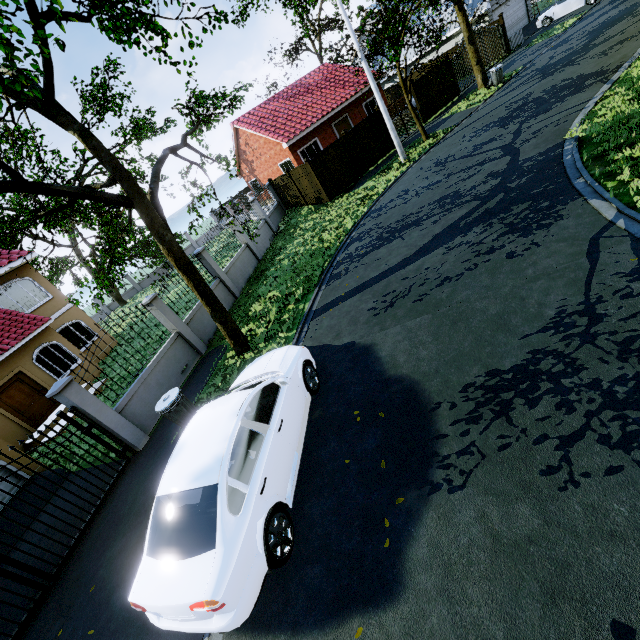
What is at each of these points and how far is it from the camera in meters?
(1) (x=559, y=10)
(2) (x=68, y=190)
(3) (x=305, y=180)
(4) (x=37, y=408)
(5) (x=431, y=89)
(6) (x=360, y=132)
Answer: (1) car, 23.2 m
(2) tree, 7.2 m
(3) fence, 18.6 m
(4) door, 13.3 m
(5) fence, 20.7 m
(6) fence, 18.5 m

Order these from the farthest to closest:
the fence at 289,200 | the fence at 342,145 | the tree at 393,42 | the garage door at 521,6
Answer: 1. the garage door at 521,6
2. the fence at 289,200
3. the fence at 342,145
4. the tree at 393,42

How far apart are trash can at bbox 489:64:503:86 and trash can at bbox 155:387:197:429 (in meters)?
22.69

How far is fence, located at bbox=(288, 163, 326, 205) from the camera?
17.98m

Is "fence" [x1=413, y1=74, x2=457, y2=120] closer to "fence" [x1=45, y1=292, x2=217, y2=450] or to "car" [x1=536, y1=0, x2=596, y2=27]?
"fence" [x1=45, y1=292, x2=217, y2=450]

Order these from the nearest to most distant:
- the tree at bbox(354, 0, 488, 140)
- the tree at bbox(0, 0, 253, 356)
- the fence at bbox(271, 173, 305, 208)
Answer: the tree at bbox(0, 0, 253, 356) → the tree at bbox(354, 0, 488, 140) → the fence at bbox(271, 173, 305, 208)

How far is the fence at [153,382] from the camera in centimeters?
743cm

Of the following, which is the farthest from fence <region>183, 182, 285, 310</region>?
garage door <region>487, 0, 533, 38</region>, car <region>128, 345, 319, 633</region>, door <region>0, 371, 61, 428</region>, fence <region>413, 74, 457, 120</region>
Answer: garage door <region>487, 0, 533, 38</region>
